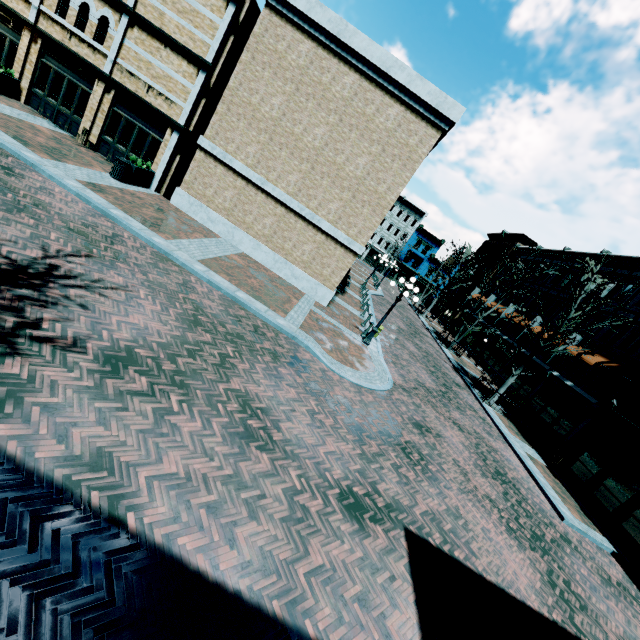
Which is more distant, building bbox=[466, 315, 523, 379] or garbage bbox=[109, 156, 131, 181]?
building bbox=[466, 315, 523, 379]

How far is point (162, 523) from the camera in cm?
387

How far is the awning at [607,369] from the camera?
19.0m

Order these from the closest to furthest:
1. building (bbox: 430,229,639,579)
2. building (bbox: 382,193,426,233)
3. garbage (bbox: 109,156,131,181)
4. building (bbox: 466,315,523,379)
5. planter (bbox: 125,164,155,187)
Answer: building (bbox: 430,229,639,579), garbage (bbox: 109,156,131,181), planter (bbox: 125,164,155,187), building (bbox: 466,315,523,379), building (bbox: 382,193,426,233)

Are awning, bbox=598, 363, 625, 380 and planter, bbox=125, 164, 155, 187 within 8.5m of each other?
no

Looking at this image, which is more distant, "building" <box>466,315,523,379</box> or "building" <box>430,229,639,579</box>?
"building" <box>466,315,523,379</box>

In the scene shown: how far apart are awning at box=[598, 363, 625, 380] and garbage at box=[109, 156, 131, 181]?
27.8 meters

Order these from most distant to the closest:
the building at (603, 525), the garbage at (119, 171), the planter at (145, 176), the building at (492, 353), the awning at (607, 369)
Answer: the building at (492, 353) → the awning at (607, 369) → the planter at (145, 176) → the garbage at (119, 171) → the building at (603, 525)
